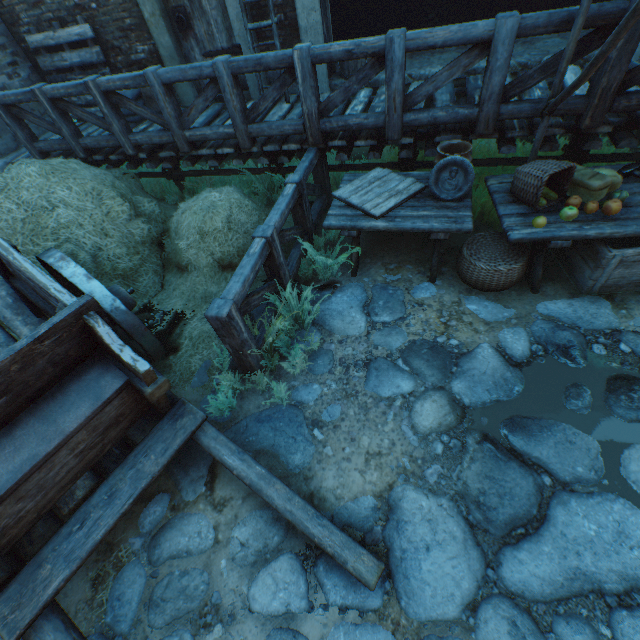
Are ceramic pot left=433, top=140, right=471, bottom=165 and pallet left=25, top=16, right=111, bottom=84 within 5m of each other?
no

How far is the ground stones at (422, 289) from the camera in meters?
3.5

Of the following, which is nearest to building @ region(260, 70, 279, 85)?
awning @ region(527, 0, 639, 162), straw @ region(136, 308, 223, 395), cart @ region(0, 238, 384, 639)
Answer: straw @ region(136, 308, 223, 395)

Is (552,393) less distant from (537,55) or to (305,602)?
(305,602)

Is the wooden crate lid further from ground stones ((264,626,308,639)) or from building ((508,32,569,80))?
building ((508,32,569,80))

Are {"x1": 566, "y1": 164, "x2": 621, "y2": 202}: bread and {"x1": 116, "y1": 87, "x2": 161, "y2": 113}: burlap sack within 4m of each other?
no

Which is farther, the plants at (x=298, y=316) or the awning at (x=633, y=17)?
the plants at (x=298, y=316)

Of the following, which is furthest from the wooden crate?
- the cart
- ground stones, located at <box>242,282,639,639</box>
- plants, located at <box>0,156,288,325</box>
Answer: the cart
